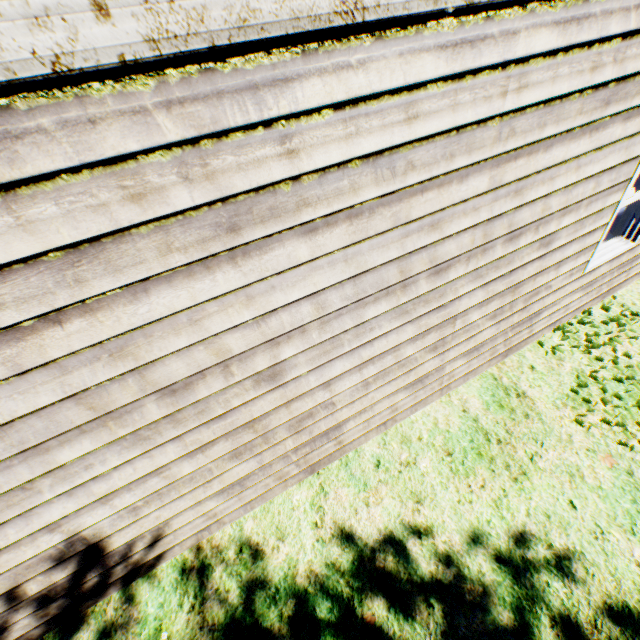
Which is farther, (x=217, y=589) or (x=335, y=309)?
(x=217, y=589)
